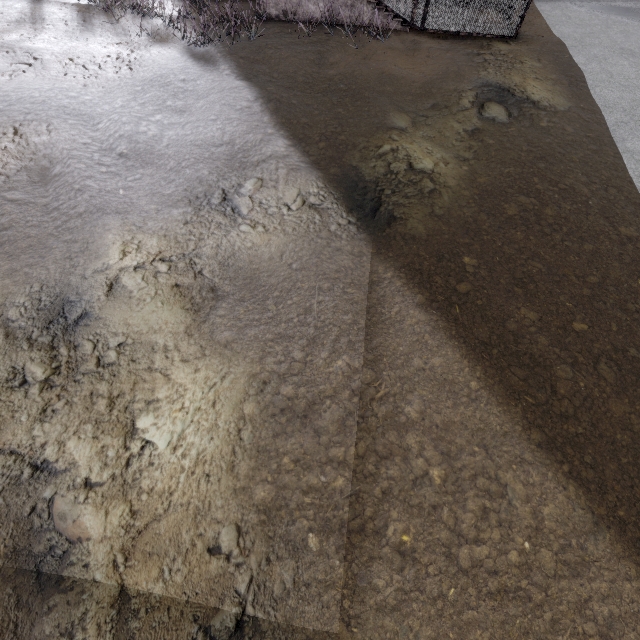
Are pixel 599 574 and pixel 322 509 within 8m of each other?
yes
